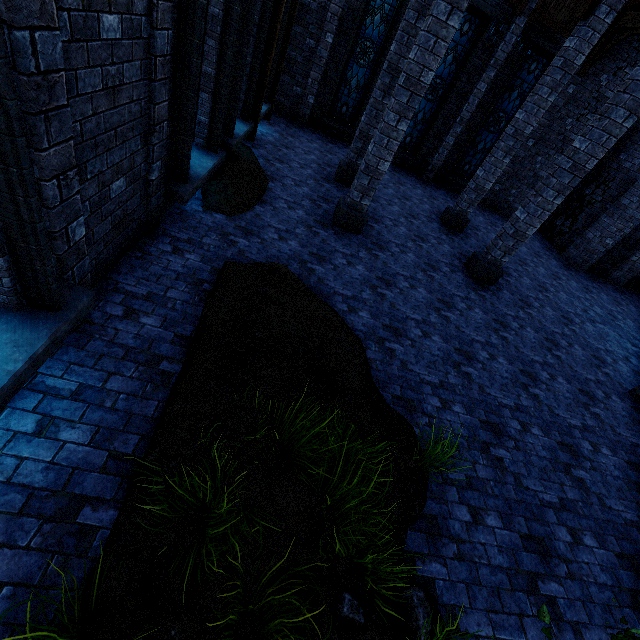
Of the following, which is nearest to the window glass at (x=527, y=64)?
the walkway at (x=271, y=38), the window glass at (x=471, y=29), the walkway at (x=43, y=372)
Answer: the window glass at (x=471, y=29)

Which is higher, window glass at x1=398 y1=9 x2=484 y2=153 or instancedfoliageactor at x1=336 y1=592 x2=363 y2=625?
window glass at x1=398 y1=9 x2=484 y2=153

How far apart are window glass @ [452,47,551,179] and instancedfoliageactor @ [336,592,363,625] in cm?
1605

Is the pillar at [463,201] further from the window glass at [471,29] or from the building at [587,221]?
the window glass at [471,29]

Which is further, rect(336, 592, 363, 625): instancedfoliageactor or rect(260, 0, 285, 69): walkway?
rect(260, 0, 285, 69): walkway

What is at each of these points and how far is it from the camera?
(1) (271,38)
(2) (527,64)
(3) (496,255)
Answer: (1) walkway, 8.06m
(2) window glass, 12.00m
(3) pillar, 8.18m

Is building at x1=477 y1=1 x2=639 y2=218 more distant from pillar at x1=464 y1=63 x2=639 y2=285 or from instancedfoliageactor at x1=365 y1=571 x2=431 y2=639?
instancedfoliageactor at x1=365 y1=571 x2=431 y2=639

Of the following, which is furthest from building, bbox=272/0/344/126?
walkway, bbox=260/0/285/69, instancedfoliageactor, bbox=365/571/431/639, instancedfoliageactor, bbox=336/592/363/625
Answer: instancedfoliageactor, bbox=365/571/431/639
